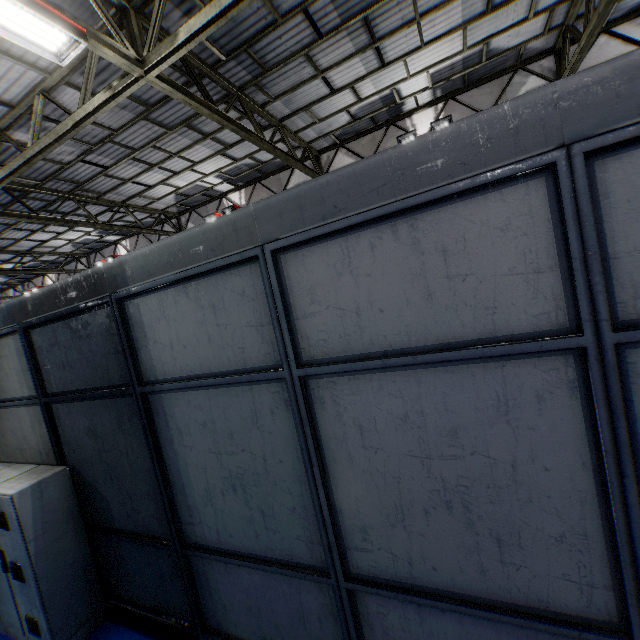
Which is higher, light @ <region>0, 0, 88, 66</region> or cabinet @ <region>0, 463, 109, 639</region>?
light @ <region>0, 0, 88, 66</region>

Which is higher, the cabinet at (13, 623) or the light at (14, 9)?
the light at (14, 9)

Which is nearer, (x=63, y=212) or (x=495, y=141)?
(x=495, y=141)
